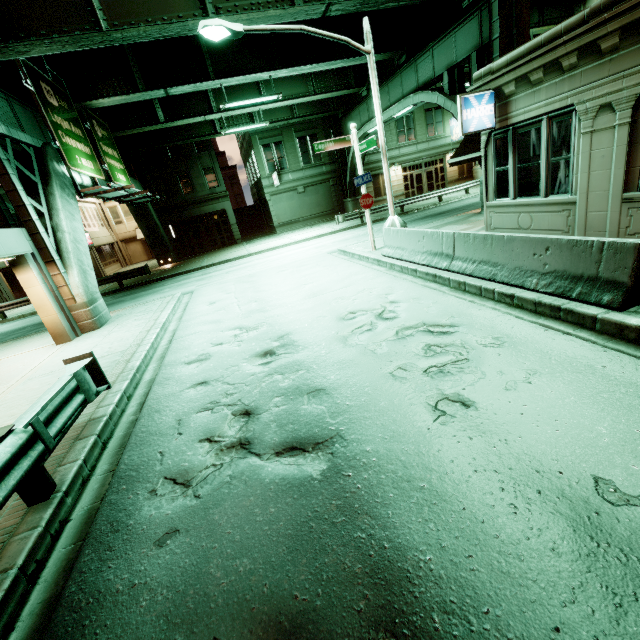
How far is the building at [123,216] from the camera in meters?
32.3

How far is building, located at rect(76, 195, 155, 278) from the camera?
32.3 meters

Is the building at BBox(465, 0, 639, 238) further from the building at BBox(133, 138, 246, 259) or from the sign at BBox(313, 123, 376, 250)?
the building at BBox(133, 138, 246, 259)

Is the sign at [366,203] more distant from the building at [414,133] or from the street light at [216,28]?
the building at [414,133]

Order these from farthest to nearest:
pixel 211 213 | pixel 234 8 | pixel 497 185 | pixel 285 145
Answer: pixel 211 213, pixel 285 145, pixel 234 8, pixel 497 185

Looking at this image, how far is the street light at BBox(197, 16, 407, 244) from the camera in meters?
9.1 m

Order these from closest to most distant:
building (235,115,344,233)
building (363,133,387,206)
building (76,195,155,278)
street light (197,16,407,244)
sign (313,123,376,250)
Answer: street light (197,16,407,244), sign (313,123,376,250), building (235,115,344,233), building (76,195,155,278), building (363,133,387,206)

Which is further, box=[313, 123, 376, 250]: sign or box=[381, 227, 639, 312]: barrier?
box=[313, 123, 376, 250]: sign
